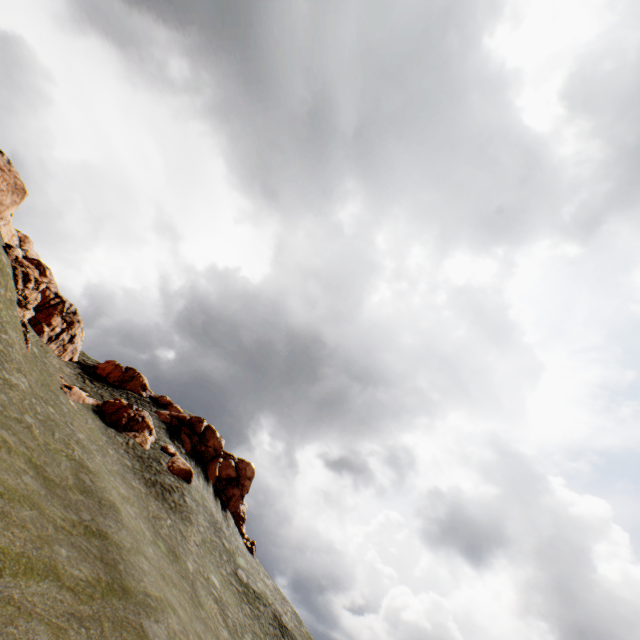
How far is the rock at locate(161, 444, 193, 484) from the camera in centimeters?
3031cm

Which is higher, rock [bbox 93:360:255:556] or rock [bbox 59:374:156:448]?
rock [bbox 93:360:255:556]

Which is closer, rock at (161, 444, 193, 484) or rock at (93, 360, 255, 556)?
rock at (161, 444, 193, 484)

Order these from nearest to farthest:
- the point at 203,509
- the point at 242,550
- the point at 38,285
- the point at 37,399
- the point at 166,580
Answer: the point at 166,580 < the point at 37,399 < the point at 203,509 < the point at 38,285 < the point at 242,550

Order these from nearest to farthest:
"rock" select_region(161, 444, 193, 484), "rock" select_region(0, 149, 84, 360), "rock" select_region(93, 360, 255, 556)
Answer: "rock" select_region(0, 149, 84, 360), "rock" select_region(161, 444, 193, 484), "rock" select_region(93, 360, 255, 556)

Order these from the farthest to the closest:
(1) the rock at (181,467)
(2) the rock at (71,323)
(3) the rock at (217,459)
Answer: (3) the rock at (217,459) < (1) the rock at (181,467) < (2) the rock at (71,323)

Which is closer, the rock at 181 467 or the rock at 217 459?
the rock at 181 467
